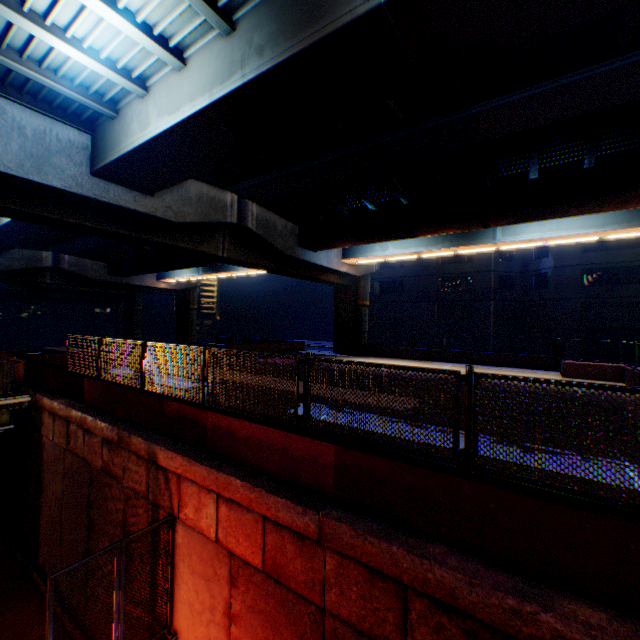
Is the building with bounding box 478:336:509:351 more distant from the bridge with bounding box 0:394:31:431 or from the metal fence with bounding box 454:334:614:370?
the bridge with bounding box 0:394:31:431

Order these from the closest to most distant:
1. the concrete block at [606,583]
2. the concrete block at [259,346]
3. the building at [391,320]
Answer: the concrete block at [606,583], the concrete block at [259,346], the building at [391,320]

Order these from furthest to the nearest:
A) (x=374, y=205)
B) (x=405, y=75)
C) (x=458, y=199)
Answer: (x=374, y=205), (x=458, y=199), (x=405, y=75)

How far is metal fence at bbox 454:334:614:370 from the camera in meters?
17.0 m

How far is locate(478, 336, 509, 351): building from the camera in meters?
32.7 m

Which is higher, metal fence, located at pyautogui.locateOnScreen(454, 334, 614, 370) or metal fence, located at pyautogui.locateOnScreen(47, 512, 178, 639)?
metal fence, located at pyautogui.locateOnScreen(454, 334, 614, 370)

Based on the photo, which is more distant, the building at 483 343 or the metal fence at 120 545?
the building at 483 343

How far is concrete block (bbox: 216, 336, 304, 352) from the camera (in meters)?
26.04
